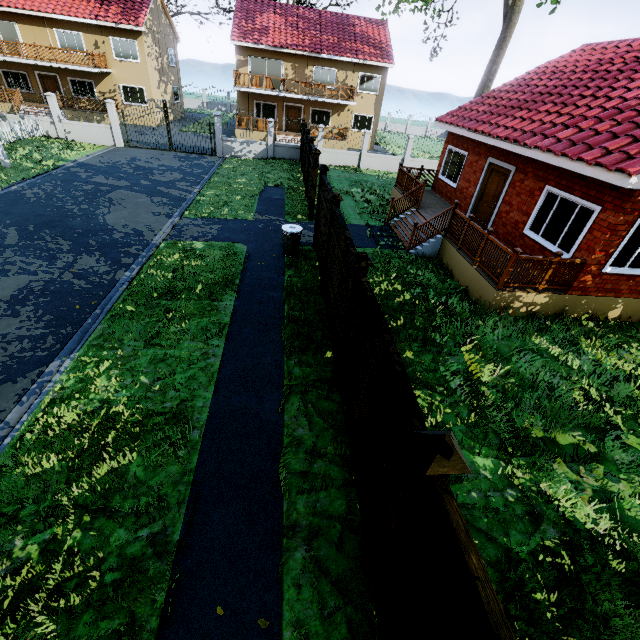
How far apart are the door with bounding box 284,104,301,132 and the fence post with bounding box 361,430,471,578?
33.27m

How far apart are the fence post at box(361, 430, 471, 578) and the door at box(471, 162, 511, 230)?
11.3m

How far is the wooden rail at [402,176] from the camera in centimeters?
1369cm

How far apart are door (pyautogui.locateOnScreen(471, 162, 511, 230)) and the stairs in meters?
2.0

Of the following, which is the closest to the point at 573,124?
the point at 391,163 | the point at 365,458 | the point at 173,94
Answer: the point at 365,458

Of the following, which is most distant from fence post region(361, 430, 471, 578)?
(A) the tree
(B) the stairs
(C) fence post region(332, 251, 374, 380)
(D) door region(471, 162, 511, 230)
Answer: (D) door region(471, 162, 511, 230)

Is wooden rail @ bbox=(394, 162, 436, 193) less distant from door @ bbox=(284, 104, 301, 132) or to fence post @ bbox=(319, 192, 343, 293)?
fence post @ bbox=(319, 192, 343, 293)

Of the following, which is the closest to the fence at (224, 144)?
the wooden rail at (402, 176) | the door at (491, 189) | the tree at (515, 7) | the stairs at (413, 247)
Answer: the tree at (515, 7)
